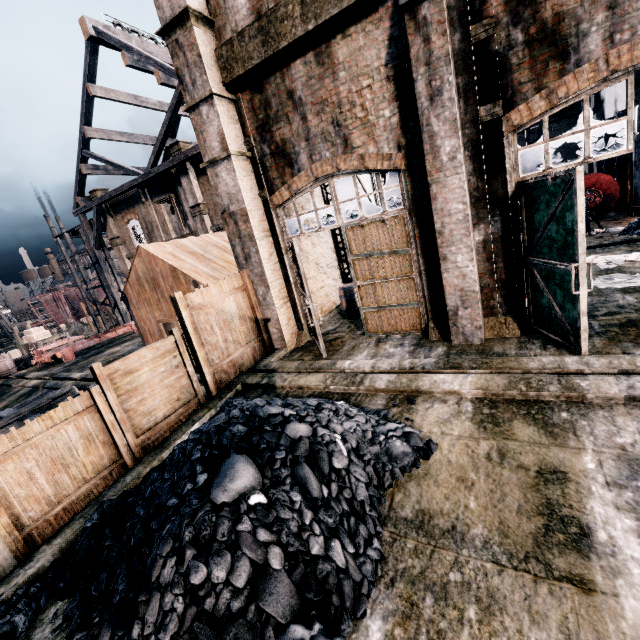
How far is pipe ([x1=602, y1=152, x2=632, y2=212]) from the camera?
19.6 meters

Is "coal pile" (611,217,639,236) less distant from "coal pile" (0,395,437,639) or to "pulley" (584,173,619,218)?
"pulley" (584,173,619,218)

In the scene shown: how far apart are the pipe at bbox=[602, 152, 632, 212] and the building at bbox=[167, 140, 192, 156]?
28.2m

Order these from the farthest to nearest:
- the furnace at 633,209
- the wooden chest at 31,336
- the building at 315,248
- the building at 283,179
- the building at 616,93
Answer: the wooden chest at 31,336
the building at 616,93
the furnace at 633,209
the building at 315,248
the building at 283,179

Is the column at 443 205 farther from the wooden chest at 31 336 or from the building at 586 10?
the wooden chest at 31 336

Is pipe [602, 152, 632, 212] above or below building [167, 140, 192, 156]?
below

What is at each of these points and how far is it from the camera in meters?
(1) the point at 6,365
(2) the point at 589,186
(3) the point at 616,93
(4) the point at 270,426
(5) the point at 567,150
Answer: (1) wooden barrel, 24.3
(2) pulley, 20.0
(3) building, 22.1
(4) coal pile, 5.4
(5) building, 32.8

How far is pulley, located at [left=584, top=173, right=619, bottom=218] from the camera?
19.4 meters
